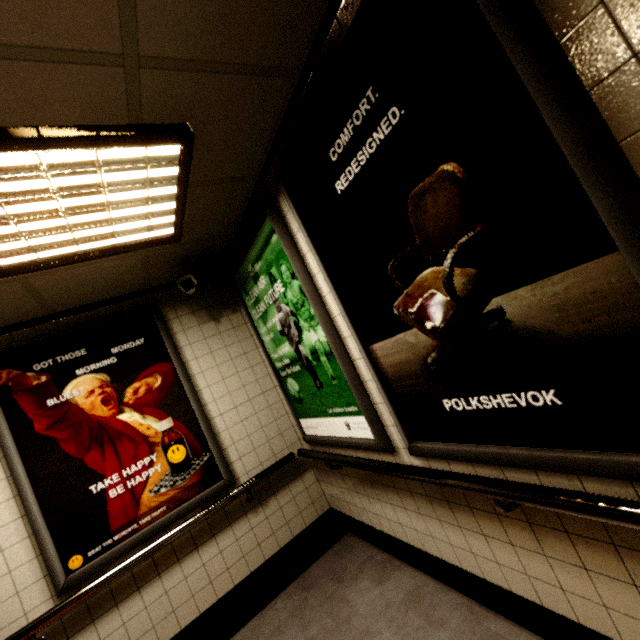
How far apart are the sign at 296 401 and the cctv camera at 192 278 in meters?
0.2 m

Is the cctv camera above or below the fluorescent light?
below

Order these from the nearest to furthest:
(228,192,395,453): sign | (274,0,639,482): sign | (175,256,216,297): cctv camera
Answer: (274,0,639,482): sign → (228,192,395,453): sign → (175,256,216,297): cctv camera

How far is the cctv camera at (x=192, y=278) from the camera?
2.6m

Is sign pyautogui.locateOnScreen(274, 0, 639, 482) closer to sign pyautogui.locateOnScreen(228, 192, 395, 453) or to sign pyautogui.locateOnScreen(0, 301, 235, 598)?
sign pyautogui.locateOnScreen(228, 192, 395, 453)

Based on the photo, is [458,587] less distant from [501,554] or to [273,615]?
[501,554]

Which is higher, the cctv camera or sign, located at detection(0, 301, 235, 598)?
the cctv camera

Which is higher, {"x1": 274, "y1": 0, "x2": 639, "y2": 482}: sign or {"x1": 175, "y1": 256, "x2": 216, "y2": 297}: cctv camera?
{"x1": 175, "y1": 256, "x2": 216, "y2": 297}: cctv camera
